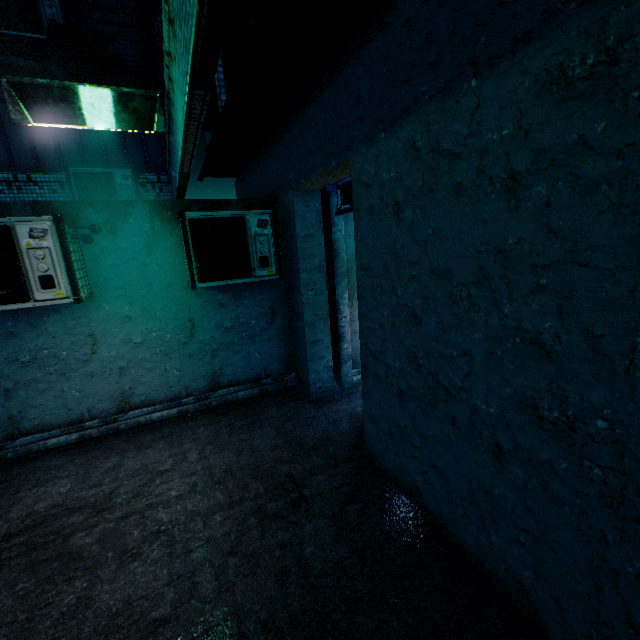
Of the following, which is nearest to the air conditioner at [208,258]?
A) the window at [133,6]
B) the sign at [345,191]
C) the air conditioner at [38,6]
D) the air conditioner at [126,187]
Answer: the sign at [345,191]

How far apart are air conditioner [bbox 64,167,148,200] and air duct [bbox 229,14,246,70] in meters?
3.9 m

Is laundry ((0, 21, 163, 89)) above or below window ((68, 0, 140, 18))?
below

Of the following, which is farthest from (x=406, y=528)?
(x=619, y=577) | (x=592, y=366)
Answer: (x=592, y=366)

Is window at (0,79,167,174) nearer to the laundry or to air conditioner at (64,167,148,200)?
air conditioner at (64,167,148,200)

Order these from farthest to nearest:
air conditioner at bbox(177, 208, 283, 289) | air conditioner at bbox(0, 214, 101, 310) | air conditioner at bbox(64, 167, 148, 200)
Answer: air conditioner at bbox(64, 167, 148, 200)
air conditioner at bbox(177, 208, 283, 289)
air conditioner at bbox(0, 214, 101, 310)

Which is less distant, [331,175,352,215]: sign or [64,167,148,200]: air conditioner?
[331,175,352,215]: sign

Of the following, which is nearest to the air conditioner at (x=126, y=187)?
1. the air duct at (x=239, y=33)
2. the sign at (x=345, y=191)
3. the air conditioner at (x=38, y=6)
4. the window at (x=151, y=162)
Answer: the window at (x=151, y=162)
